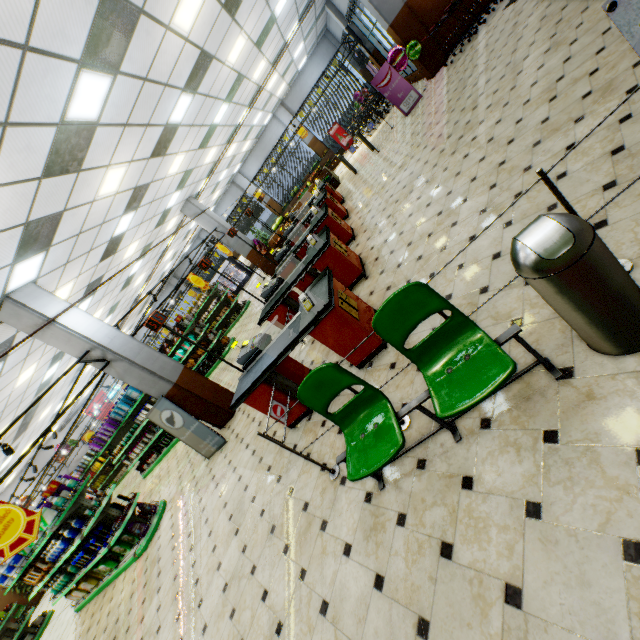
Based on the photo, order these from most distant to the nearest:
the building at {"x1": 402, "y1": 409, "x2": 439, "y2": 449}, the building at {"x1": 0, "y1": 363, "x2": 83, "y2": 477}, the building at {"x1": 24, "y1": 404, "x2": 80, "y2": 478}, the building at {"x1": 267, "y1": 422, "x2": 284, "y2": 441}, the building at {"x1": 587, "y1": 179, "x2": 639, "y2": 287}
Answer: the building at {"x1": 24, "y1": 404, "x2": 80, "y2": 478} → the building at {"x1": 0, "y1": 363, "x2": 83, "y2": 477} → the building at {"x1": 267, "y1": 422, "x2": 284, "y2": 441} → the building at {"x1": 402, "y1": 409, "x2": 439, "y2": 449} → the building at {"x1": 587, "y1": 179, "x2": 639, "y2": 287}

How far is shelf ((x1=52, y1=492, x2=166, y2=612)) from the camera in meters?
7.2

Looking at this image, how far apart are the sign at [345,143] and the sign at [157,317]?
20.35m

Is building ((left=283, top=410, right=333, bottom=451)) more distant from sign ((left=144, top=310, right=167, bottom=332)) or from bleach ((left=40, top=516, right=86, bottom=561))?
sign ((left=144, top=310, right=167, bottom=332))

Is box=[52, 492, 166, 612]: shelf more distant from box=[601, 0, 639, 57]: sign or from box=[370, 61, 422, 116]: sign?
box=[370, 61, 422, 116]: sign

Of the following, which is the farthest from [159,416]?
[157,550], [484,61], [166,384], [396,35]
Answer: [396,35]

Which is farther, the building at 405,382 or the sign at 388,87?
the sign at 388,87

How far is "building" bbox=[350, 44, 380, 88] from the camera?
15.4m
